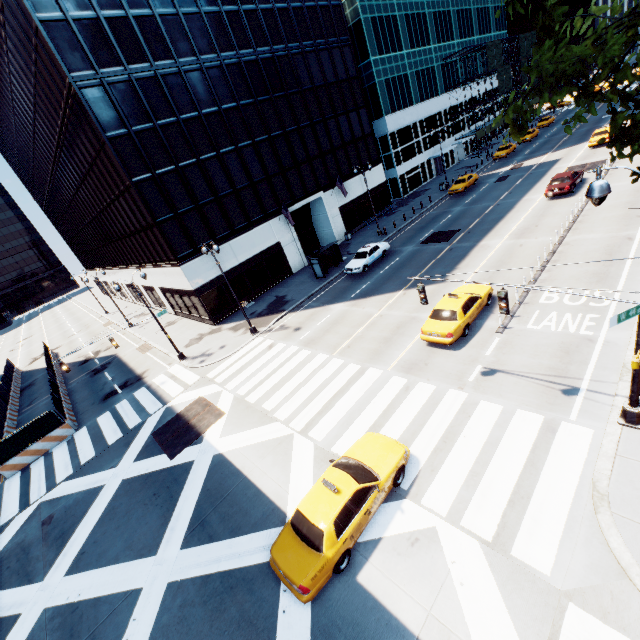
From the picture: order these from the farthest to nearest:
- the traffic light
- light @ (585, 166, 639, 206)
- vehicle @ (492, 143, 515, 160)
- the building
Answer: vehicle @ (492, 143, 515, 160), the building, the traffic light, light @ (585, 166, 639, 206)

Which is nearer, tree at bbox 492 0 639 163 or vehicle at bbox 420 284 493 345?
tree at bbox 492 0 639 163

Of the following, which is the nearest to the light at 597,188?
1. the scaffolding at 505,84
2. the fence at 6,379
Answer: the fence at 6,379

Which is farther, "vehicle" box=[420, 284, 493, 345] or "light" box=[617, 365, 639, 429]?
"vehicle" box=[420, 284, 493, 345]

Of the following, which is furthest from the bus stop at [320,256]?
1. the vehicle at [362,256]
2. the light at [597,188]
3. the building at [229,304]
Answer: the light at [597,188]

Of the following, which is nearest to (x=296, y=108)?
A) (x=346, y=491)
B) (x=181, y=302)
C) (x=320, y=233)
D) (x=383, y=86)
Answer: (x=320, y=233)

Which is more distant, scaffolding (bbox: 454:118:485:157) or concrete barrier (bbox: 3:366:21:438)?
scaffolding (bbox: 454:118:485:157)

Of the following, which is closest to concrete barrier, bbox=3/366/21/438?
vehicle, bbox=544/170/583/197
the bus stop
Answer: the bus stop
